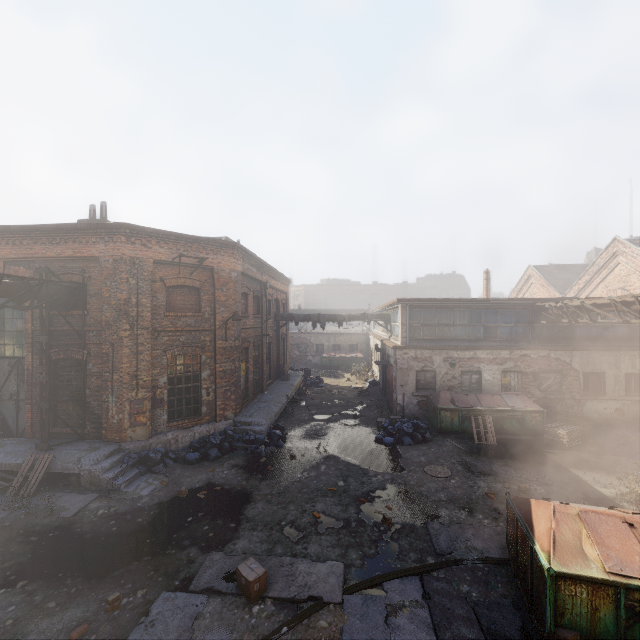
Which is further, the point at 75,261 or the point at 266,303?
the point at 266,303

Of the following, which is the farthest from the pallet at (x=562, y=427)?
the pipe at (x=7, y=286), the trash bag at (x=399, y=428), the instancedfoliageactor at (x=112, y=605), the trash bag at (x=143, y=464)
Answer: the pipe at (x=7, y=286)

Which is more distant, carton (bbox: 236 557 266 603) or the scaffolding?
the scaffolding

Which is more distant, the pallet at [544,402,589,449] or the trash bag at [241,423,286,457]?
the pallet at [544,402,589,449]

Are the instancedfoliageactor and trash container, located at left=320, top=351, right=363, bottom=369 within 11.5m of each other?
no

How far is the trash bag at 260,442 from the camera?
12.3m

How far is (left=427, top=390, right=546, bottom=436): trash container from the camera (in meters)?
13.81

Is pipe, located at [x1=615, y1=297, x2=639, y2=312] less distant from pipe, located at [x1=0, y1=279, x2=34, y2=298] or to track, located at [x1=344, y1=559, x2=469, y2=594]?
track, located at [x1=344, y1=559, x2=469, y2=594]
